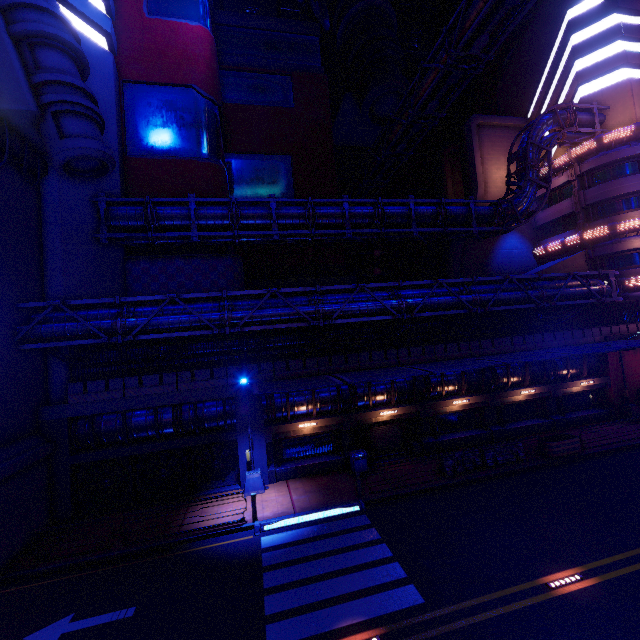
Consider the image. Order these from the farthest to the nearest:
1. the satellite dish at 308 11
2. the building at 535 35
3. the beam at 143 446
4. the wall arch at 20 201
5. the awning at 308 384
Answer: the satellite dish at 308 11
the building at 535 35
the beam at 143 446
the awning at 308 384
the wall arch at 20 201

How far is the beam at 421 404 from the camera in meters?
18.4

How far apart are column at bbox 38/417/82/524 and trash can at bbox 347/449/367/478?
13.8 meters

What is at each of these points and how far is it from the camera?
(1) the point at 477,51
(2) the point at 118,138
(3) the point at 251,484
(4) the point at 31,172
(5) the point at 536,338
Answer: (1) pipe, 18.9m
(2) building, 20.7m
(3) street light, 16.6m
(4) wall arch, 16.5m
(5) fence, 22.2m

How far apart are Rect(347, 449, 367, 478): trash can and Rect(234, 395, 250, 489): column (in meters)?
4.30

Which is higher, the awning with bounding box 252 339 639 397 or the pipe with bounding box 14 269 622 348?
the pipe with bounding box 14 269 622 348

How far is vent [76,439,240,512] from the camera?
16.4 meters

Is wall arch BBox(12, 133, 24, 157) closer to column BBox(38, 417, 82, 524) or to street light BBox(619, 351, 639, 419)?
column BBox(38, 417, 82, 524)
